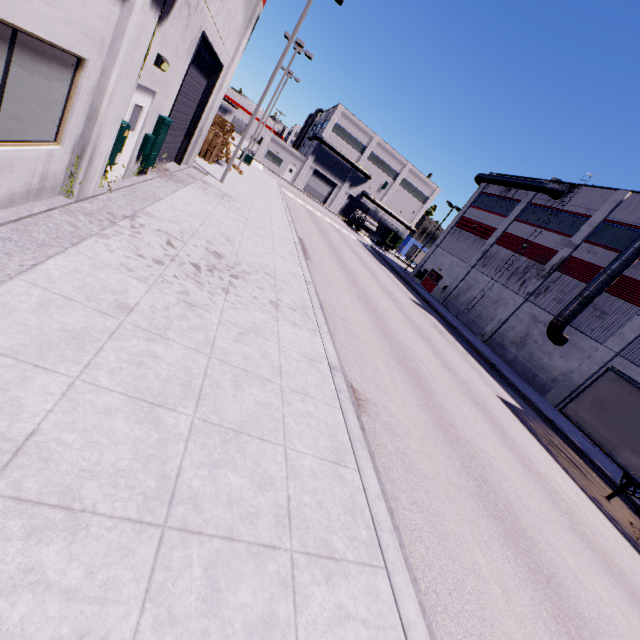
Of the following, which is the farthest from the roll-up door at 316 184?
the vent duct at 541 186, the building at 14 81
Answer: the vent duct at 541 186

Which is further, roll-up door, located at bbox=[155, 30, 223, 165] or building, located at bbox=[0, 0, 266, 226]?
roll-up door, located at bbox=[155, 30, 223, 165]

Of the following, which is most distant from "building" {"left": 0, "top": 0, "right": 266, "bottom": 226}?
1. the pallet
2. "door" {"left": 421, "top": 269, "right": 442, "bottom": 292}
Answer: the pallet

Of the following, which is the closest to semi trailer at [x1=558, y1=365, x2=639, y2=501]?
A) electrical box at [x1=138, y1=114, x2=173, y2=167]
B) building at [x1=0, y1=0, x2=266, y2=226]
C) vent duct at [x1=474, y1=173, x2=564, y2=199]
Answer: building at [x1=0, y1=0, x2=266, y2=226]

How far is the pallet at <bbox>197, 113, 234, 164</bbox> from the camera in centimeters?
1978cm

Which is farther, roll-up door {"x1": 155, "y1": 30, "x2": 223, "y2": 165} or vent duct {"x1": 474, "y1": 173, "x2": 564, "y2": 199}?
vent duct {"x1": 474, "y1": 173, "x2": 564, "y2": 199}

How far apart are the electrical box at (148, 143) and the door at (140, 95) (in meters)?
0.05

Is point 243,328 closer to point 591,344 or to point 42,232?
point 42,232
